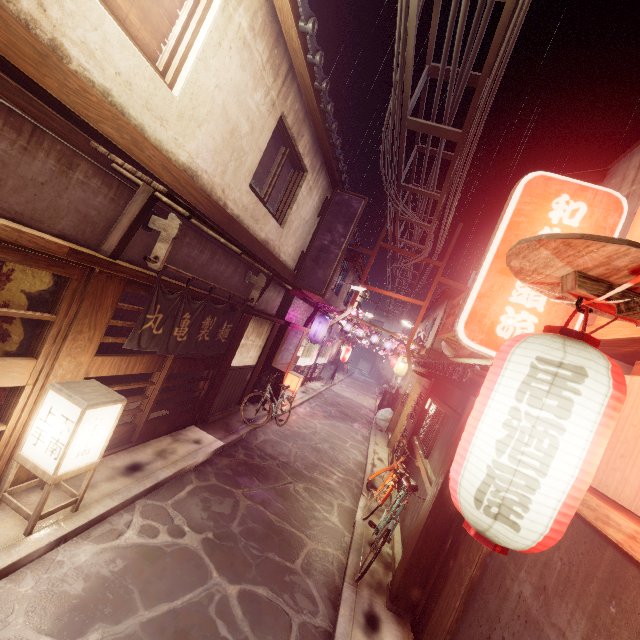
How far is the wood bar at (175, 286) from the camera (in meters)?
8.30

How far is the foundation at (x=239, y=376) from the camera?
14.64m

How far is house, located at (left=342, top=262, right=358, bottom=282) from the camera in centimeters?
3039cm

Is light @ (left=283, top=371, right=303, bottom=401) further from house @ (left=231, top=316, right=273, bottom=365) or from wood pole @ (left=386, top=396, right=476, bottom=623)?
wood pole @ (left=386, top=396, right=476, bottom=623)

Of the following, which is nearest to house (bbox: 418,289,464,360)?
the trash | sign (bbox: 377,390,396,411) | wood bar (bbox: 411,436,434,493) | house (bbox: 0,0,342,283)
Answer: sign (bbox: 377,390,396,411)

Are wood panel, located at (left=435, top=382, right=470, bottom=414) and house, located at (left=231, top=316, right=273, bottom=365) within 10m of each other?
yes

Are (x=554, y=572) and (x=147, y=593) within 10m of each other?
yes

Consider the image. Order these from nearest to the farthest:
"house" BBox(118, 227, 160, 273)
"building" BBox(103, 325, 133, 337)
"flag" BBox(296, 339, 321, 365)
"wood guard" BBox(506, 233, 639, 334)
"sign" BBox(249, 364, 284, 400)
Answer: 1. "wood guard" BBox(506, 233, 639, 334)
2. "house" BBox(118, 227, 160, 273)
3. "building" BBox(103, 325, 133, 337)
4. "sign" BBox(249, 364, 284, 400)
5. "flag" BBox(296, 339, 321, 365)
